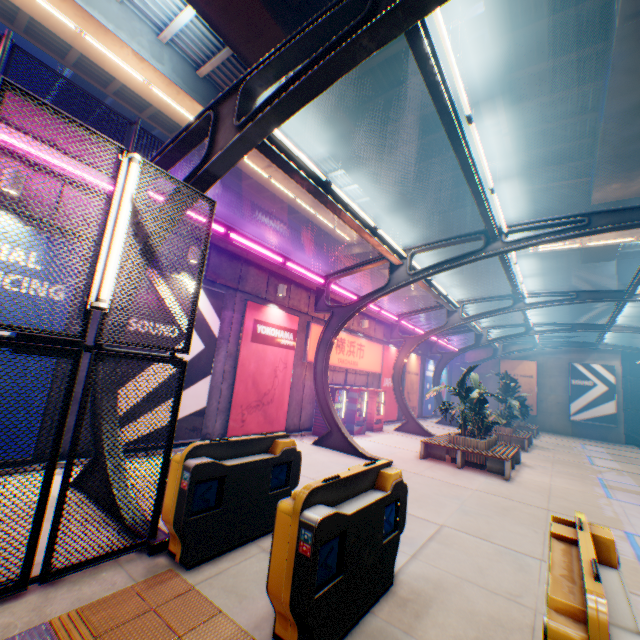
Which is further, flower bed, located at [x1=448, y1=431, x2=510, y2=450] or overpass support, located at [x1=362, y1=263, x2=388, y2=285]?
overpass support, located at [x1=362, y1=263, x2=388, y2=285]

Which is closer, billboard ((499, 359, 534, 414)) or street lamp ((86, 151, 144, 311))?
street lamp ((86, 151, 144, 311))

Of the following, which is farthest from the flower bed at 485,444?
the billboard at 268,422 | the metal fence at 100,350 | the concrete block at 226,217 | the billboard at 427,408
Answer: the billboard at 427,408

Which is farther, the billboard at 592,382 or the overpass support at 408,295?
the overpass support at 408,295

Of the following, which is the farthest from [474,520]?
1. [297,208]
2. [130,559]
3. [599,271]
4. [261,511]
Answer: [599,271]

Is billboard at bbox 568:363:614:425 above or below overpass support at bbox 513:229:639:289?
below

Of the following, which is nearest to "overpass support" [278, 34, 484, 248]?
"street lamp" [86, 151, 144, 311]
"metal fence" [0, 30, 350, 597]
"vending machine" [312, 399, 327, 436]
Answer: "metal fence" [0, 30, 350, 597]

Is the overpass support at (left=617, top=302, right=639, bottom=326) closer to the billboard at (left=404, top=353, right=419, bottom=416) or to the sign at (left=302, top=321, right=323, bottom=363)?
the billboard at (left=404, top=353, right=419, bottom=416)
